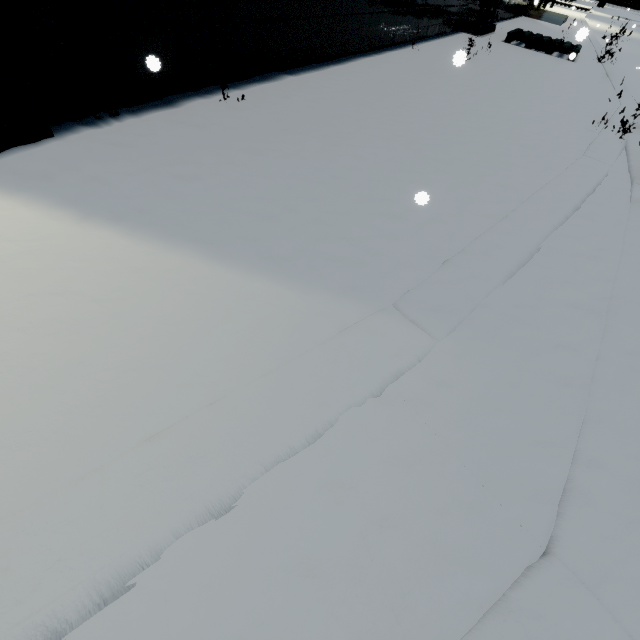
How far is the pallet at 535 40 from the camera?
8.6m

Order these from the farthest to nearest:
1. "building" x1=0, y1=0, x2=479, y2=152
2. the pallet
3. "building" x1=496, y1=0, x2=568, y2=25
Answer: "building" x1=496, y1=0, x2=568, y2=25, the pallet, "building" x1=0, y1=0, x2=479, y2=152

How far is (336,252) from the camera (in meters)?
1.93

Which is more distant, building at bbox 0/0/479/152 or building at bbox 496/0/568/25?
building at bbox 496/0/568/25

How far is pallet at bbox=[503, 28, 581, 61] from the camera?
8.60m

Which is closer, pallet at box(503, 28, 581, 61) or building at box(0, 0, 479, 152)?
building at box(0, 0, 479, 152)

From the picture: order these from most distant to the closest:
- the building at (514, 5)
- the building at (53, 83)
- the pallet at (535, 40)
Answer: the building at (514, 5)
the pallet at (535, 40)
the building at (53, 83)
